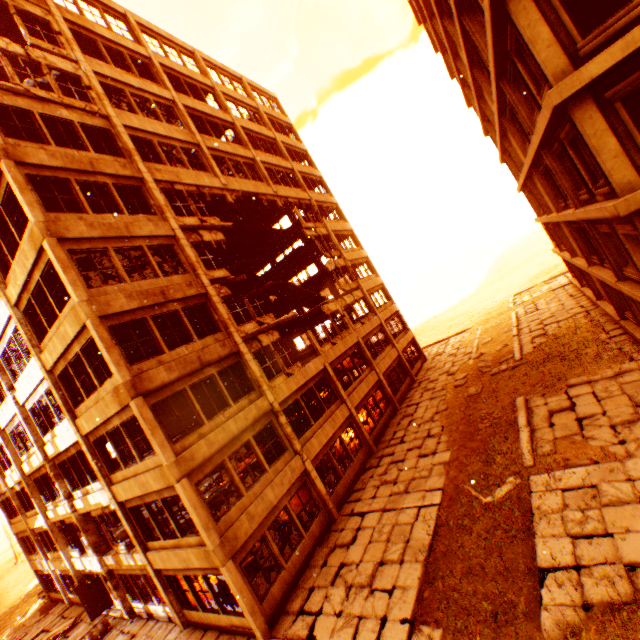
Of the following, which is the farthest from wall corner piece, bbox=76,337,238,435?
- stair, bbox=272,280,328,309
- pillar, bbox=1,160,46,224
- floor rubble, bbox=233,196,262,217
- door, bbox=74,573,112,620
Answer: stair, bbox=272,280,328,309

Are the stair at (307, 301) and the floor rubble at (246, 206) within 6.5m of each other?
yes

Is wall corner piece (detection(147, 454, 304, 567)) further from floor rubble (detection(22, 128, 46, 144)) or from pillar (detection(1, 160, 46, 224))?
floor rubble (detection(22, 128, 46, 144))

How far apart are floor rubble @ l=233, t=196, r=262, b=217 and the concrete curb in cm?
1947

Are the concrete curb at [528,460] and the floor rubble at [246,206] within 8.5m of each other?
no

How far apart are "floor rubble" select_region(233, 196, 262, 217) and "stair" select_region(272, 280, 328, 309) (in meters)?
5.83

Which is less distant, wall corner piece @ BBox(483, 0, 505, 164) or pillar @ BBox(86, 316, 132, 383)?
wall corner piece @ BBox(483, 0, 505, 164)

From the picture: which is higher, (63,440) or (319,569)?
(63,440)
